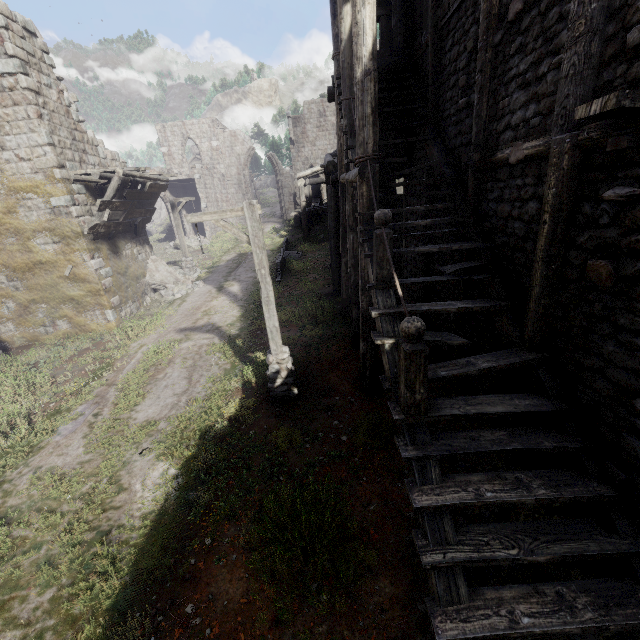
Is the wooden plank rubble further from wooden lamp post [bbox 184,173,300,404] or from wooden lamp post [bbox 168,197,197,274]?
wooden lamp post [bbox 184,173,300,404]

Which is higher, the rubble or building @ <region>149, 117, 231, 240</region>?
building @ <region>149, 117, 231, 240</region>

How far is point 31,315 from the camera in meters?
13.5

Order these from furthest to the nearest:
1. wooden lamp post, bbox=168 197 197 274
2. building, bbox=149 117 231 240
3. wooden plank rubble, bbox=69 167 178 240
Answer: building, bbox=149 117 231 240, wooden lamp post, bbox=168 197 197 274, wooden plank rubble, bbox=69 167 178 240

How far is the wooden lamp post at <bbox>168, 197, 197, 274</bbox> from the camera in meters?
18.9 m

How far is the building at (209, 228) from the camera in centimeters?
3058cm

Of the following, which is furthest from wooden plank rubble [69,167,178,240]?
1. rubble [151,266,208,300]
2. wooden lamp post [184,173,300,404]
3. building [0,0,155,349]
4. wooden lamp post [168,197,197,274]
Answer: wooden lamp post [184,173,300,404]

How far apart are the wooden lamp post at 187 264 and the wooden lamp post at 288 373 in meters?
13.1
